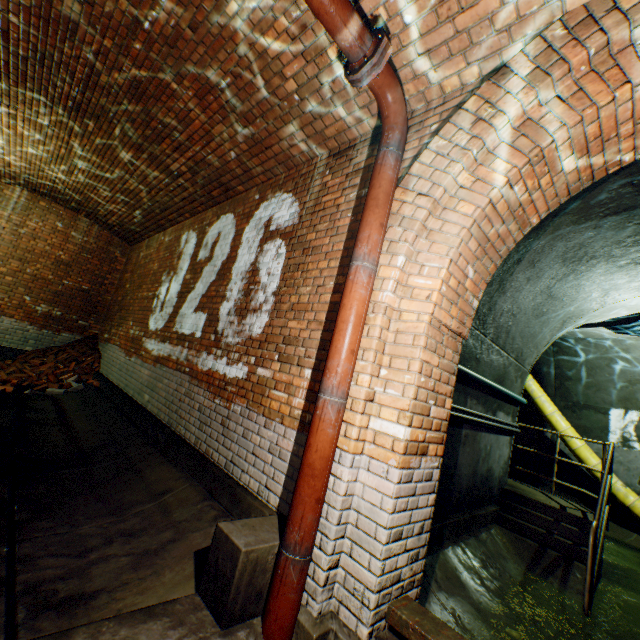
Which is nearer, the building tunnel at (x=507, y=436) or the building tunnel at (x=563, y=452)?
the building tunnel at (x=507, y=436)

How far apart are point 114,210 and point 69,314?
3.5 meters

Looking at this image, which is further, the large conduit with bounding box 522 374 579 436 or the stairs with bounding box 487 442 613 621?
the large conduit with bounding box 522 374 579 436

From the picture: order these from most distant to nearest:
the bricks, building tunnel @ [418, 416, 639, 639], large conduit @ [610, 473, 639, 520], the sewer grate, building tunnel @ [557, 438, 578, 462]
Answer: building tunnel @ [557, 438, 578, 462], large conduit @ [610, 473, 639, 520], the bricks, building tunnel @ [418, 416, 639, 639], the sewer grate

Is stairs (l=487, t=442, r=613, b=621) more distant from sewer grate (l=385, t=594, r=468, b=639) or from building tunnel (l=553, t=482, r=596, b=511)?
sewer grate (l=385, t=594, r=468, b=639)

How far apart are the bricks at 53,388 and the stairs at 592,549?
8.4m

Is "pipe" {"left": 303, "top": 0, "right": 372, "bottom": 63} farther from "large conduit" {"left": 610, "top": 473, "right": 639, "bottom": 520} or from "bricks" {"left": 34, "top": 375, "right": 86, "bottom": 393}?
"bricks" {"left": 34, "top": 375, "right": 86, "bottom": 393}
